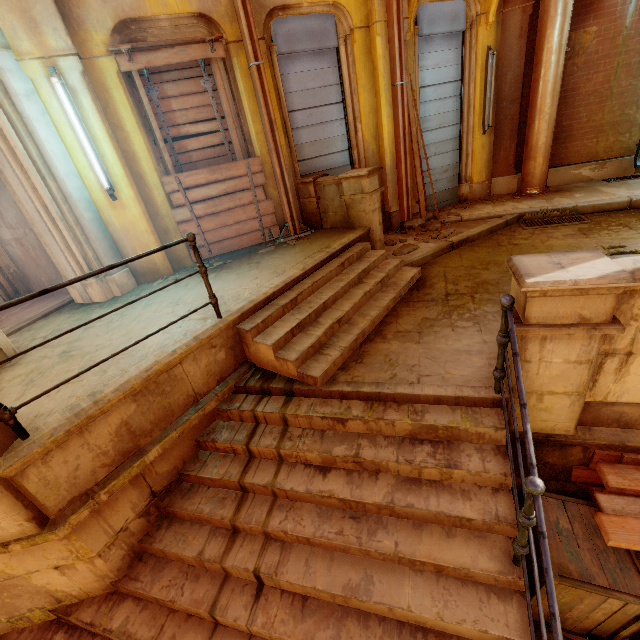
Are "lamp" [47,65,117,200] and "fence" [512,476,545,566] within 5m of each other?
no

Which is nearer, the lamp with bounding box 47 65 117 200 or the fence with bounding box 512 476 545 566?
the fence with bounding box 512 476 545 566

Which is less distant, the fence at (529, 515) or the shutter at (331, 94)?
the fence at (529, 515)

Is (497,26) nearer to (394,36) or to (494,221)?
(394,36)

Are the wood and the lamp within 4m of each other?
yes

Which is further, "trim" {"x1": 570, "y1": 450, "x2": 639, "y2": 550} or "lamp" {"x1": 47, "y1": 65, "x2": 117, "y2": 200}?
"lamp" {"x1": 47, "y1": 65, "x2": 117, "y2": 200}

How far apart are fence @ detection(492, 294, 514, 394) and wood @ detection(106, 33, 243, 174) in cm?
501

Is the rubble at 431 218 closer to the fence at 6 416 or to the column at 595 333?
the column at 595 333
